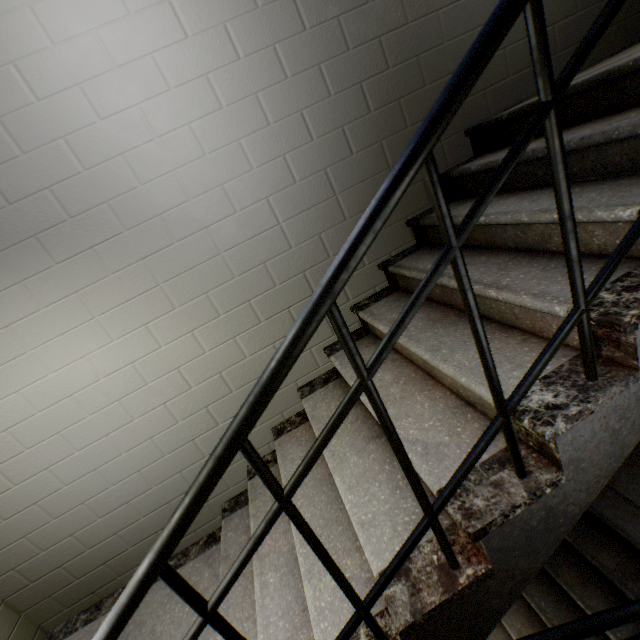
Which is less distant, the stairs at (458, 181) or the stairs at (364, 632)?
the stairs at (364, 632)

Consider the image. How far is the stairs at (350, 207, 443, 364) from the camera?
1.84m

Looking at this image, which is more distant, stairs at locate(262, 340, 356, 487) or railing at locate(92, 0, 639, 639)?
stairs at locate(262, 340, 356, 487)

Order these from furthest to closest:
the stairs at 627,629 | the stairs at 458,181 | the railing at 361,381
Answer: the stairs at 627,629
the stairs at 458,181
the railing at 361,381

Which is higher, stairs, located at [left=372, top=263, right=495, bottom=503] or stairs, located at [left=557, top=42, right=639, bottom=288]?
stairs, located at [left=557, top=42, right=639, bottom=288]

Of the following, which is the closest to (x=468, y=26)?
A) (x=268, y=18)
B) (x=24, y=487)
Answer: (x=268, y=18)

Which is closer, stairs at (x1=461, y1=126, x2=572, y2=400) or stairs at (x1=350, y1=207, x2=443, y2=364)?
stairs at (x1=461, y1=126, x2=572, y2=400)
